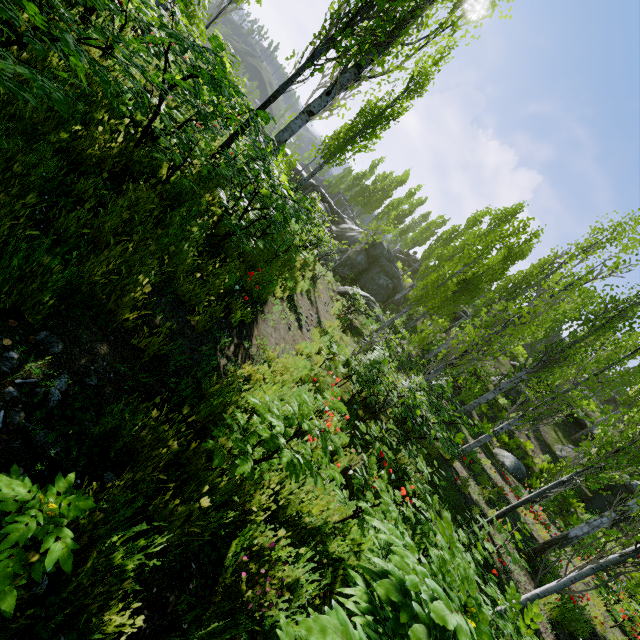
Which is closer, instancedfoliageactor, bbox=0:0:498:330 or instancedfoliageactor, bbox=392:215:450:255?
instancedfoliageactor, bbox=0:0:498:330

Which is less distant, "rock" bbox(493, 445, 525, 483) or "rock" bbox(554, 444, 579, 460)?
"rock" bbox(493, 445, 525, 483)

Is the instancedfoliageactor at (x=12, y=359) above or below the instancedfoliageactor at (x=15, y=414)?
above

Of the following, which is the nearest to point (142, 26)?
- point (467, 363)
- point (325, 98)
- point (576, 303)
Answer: point (325, 98)

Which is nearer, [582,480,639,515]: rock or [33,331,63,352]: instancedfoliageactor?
[33,331,63,352]: instancedfoliageactor

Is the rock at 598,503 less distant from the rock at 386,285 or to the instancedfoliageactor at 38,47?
the instancedfoliageactor at 38,47

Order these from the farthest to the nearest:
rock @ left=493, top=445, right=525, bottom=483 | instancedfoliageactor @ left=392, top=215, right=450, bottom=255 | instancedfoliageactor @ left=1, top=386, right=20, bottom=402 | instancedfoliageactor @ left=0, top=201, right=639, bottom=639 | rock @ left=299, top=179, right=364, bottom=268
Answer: instancedfoliageactor @ left=392, top=215, right=450, bottom=255
rock @ left=299, top=179, right=364, bottom=268
rock @ left=493, top=445, right=525, bottom=483
instancedfoliageactor @ left=1, top=386, right=20, bottom=402
instancedfoliageactor @ left=0, top=201, right=639, bottom=639

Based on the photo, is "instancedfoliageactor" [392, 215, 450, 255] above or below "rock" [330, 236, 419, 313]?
above
